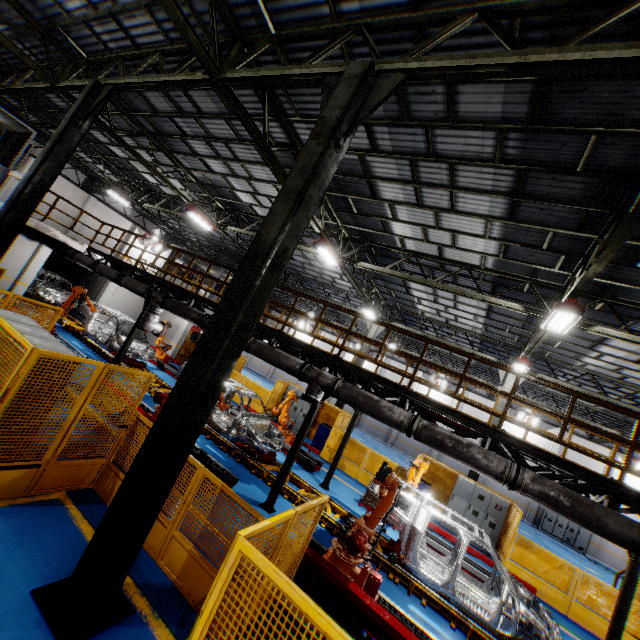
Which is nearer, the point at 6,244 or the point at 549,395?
the point at 6,244

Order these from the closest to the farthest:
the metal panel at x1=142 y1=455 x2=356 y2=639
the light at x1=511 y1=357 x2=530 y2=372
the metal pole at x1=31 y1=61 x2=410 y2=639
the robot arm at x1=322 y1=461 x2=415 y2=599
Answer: the metal panel at x1=142 y1=455 x2=356 y2=639
the metal pole at x1=31 y1=61 x2=410 y2=639
the robot arm at x1=322 y1=461 x2=415 y2=599
the light at x1=511 y1=357 x2=530 y2=372

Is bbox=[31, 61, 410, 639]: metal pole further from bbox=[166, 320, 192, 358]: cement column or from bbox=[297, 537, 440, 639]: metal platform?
bbox=[166, 320, 192, 358]: cement column

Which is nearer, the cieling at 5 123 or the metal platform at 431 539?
the metal platform at 431 539

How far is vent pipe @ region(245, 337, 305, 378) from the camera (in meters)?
8.40

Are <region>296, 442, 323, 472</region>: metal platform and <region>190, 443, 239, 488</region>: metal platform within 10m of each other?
yes

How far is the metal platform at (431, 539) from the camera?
10.0m

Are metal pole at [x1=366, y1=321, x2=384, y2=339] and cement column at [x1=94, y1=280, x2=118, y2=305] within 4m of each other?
no
